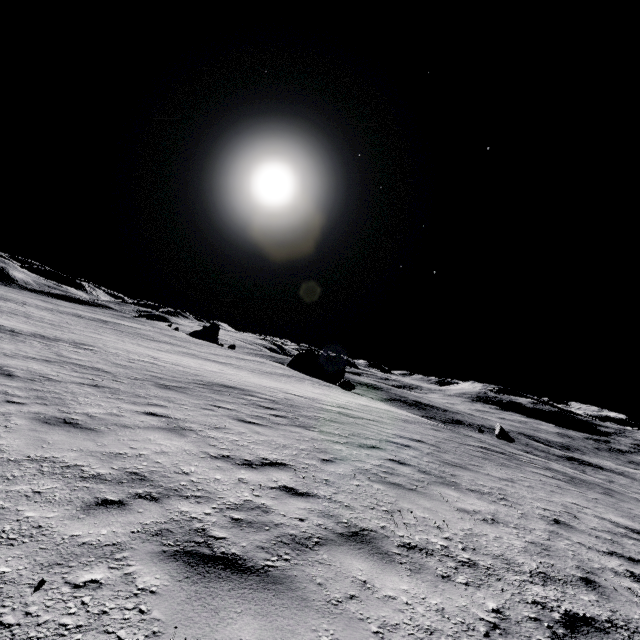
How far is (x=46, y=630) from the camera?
1.87m
